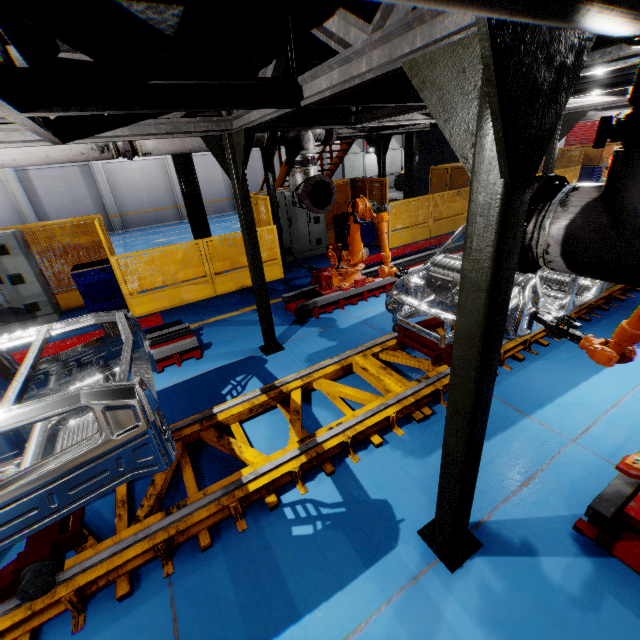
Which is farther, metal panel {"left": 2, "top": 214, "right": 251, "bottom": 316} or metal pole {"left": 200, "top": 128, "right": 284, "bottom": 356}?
metal panel {"left": 2, "top": 214, "right": 251, "bottom": 316}

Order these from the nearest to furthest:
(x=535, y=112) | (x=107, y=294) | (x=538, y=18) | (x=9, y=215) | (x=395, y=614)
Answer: (x=538, y=18) → (x=535, y=112) → (x=395, y=614) → (x=107, y=294) → (x=9, y=215)

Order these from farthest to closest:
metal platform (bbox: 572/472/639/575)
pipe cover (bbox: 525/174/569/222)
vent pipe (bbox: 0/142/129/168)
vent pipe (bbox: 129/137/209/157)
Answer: vent pipe (bbox: 129/137/209/157)
vent pipe (bbox: 0/142/129/168)
metal platform (bbox: 572/472/639/575)
pipe cover (bbox: 525/174/569/222)

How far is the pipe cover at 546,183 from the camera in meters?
1.8 m

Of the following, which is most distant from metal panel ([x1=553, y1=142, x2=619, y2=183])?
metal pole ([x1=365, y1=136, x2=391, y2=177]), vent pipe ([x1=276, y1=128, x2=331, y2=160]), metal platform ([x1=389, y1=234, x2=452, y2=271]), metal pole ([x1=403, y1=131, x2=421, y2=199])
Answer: vent pipe ([x1=276, y1=128, x2=331, y2=160])

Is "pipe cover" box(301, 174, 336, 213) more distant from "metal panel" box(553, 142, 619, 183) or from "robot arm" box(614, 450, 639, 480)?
"metal panel" box(553, 142, 619, 183)

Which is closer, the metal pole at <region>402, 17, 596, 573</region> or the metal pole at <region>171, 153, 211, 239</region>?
the metal pole at <region>402, 17, 596, 573</region>

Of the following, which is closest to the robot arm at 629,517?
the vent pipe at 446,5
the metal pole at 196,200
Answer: the vent pipe at 446,5
